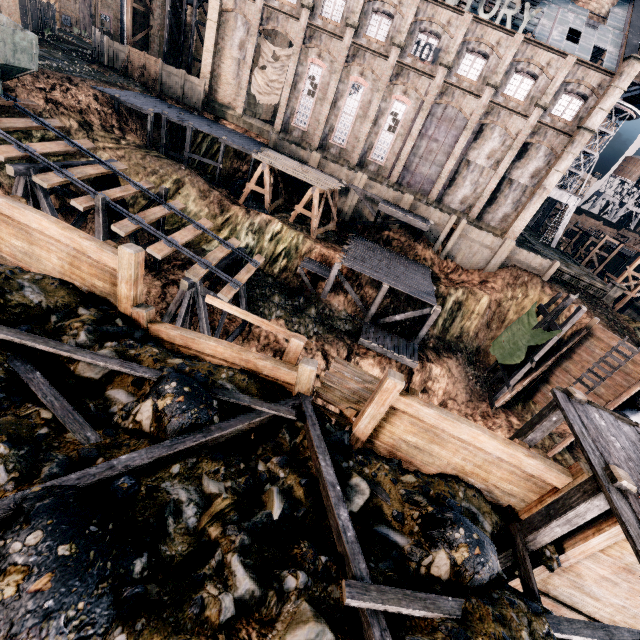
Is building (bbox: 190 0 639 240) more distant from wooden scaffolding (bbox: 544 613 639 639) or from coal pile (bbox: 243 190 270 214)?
wooden scaffolding (bbox: 544 613 639 639)

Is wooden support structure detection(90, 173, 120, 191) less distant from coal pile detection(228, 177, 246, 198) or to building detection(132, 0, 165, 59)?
coal pile detection(228, 177, 246, 198)

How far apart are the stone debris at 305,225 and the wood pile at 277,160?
3.5 meters

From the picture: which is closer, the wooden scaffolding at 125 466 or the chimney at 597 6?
the wooden scaffolding at 125 466

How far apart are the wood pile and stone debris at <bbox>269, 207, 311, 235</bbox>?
3.5 meters

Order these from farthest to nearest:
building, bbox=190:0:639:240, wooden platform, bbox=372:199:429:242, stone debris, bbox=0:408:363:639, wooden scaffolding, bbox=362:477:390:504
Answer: wooden platform, bbox=372:199:429:242 → building, bbox=190:0:639:240 → wooden scaffolding, bbox=362:477:390:504 → stone debris, bbox=0:408:363:639

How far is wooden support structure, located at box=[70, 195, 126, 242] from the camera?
15.6 meters

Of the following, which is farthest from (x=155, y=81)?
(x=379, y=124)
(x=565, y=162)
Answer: (x=565, y=162)
